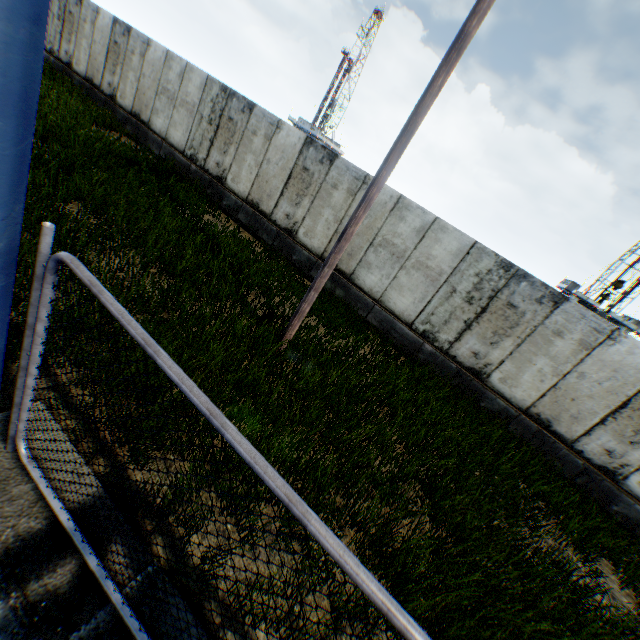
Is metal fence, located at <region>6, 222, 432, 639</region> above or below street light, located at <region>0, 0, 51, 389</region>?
below

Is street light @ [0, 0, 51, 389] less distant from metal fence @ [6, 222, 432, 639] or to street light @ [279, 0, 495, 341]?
metal fence @ [6, 222, 432, 639]

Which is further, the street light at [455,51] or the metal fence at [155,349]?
the street light at [455,51]

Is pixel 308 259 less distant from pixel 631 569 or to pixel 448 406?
pixel 448 406

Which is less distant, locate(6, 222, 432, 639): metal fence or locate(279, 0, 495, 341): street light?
locate(6, 222, 432, 639): metal fence

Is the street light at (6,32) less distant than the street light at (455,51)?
Yes

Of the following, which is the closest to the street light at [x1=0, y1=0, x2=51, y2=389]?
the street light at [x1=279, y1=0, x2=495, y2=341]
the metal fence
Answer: the metal fence
